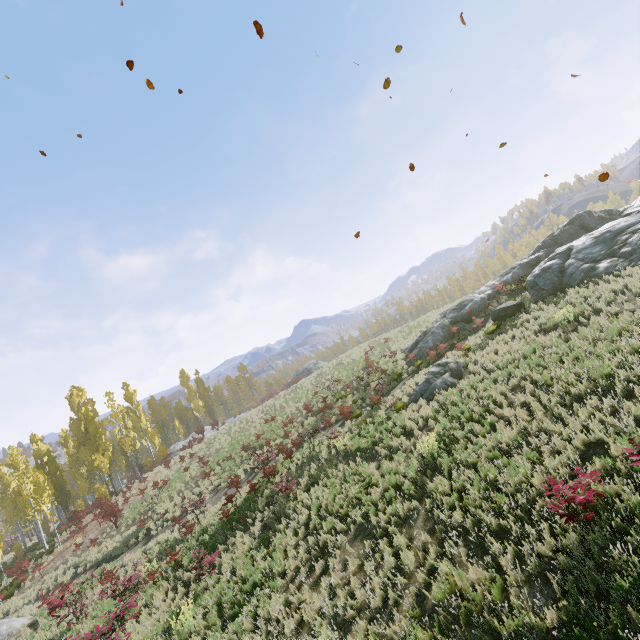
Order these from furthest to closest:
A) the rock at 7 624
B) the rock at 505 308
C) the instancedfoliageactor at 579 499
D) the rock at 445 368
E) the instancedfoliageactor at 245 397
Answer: the instancedfoliageactor at 245 397 < the rock at 505 308 < the rock at 7 624 < the rock at 445 368 < the instancedfoliageactor at 579 499

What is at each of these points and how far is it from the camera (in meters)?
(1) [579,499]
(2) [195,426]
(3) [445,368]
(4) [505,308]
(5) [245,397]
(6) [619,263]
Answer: (1) instancedfoliageactor, 5.80
(2) instancedfoliageactor, 55.88
(3) rock, 15.90
(4) rock, 18.31
(5) instancedfoliageactor, 58.62
(6) rock, 15.30

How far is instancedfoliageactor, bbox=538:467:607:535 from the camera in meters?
5.8 m

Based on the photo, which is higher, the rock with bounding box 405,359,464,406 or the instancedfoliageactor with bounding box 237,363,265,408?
the instancedfoliageactor with bounding box 237,363,265,408

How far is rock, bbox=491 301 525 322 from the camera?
18.1m

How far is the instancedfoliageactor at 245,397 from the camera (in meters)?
57.37

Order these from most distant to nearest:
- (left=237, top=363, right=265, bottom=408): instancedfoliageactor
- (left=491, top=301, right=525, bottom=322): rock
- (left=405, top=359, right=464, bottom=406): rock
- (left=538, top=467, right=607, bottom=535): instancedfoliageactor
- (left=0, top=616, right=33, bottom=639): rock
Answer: (left=237, top=363, right=265, bottom=408): instancedfoliageactor
(left=491, top=301, right=525, bottom=322): rock
(left=0, top=616, right=33, bottom=639): rock
(left=405, top=359, right=464, bottom=406): rock
(left=538, top=467, right=607, bottom=535): instancedfoliageactor

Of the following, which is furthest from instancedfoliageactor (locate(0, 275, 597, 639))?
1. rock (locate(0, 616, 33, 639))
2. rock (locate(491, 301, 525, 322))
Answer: rock (locate(491, 301, 525, 322))
